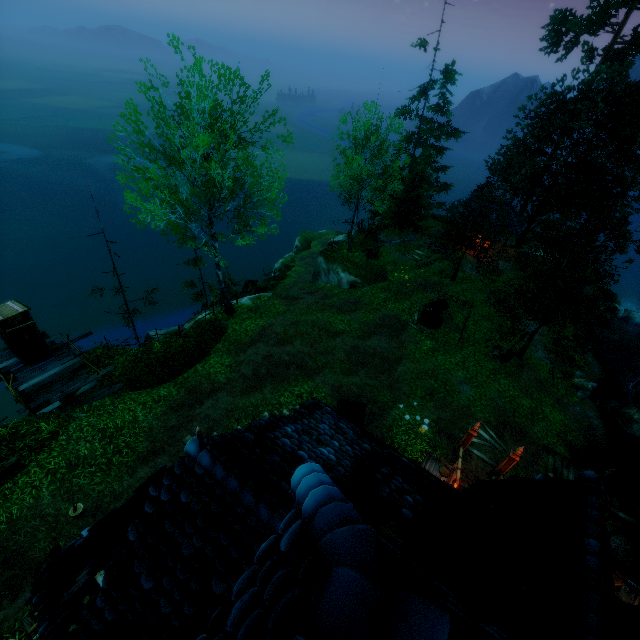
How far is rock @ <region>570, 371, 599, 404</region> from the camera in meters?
19.2

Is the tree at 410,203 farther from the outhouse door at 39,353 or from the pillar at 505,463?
the outhouse door at 39,353

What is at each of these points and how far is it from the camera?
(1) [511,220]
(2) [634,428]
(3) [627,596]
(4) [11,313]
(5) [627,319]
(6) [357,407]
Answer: (1) building, 28.03m
(2) rock, 18.11m
(3) box, 8.65m
(4) outhouse, 13.42m
(5) rock, 28.34m
(6) cart, 13.95m

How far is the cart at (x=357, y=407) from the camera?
13.2 meters

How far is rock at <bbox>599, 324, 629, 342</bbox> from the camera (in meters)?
25.74

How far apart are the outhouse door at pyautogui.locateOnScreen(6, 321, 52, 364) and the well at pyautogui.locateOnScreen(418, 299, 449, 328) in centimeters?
2074cm

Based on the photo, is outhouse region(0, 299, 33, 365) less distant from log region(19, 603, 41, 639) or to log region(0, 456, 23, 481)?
log region(0, 456, 23, 481)

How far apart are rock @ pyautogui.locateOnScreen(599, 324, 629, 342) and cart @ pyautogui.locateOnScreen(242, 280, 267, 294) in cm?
2769
